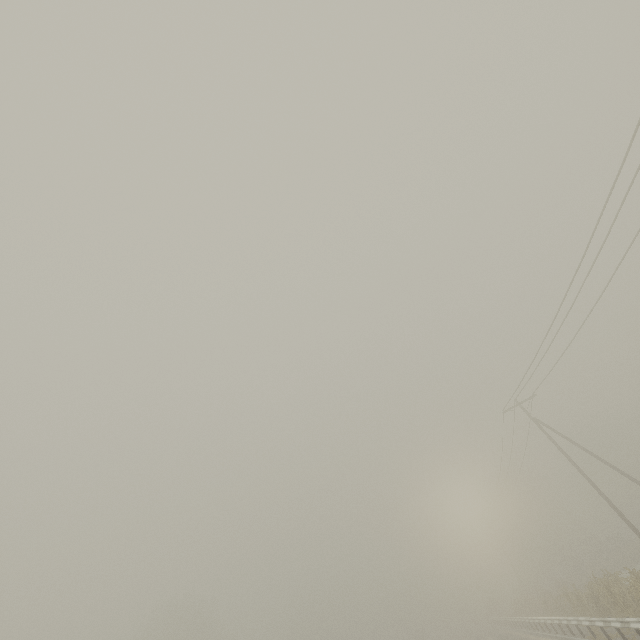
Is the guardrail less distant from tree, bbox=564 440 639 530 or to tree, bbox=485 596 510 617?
tree, bbox=485 596 510 617

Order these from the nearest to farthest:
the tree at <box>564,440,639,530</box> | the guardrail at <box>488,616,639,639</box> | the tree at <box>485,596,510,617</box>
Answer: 1. the guardrail at <box>488,616,639,639</box>
2. the tree at <box>564,440,639,530</box>
3. the tree at <box>485,596,510,617</box>

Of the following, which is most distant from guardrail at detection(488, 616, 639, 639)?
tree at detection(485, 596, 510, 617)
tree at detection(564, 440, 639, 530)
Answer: tree at detection(564, 440, 639, 530)

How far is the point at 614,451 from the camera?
51.3m

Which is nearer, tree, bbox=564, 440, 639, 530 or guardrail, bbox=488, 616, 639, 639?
guardrail, bbox=488, 616, 639, 639

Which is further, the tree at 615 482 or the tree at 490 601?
the tree at 490 601

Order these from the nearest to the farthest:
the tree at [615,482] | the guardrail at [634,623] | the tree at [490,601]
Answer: the guardrail at [634,623]
the tree at [615,482]
the tree at [490,601]
